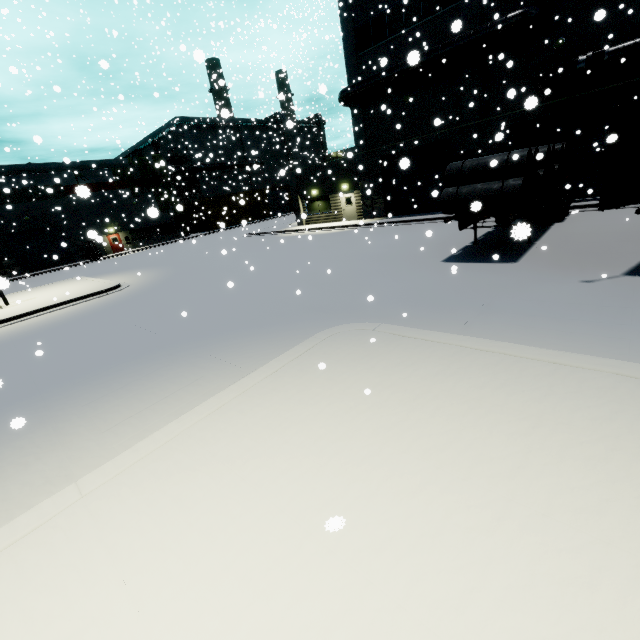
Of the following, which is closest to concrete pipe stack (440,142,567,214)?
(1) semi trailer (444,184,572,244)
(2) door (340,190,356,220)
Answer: (1) semi trailer (444,184,572,244)

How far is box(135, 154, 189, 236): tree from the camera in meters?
41.8 m

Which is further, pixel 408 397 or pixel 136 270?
pixel 136 270

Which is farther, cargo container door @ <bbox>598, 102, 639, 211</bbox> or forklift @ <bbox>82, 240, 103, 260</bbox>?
forklift @ <bbox>82, 240, 103, 260</bbox>

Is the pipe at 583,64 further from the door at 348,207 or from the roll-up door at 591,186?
the door at 348,207

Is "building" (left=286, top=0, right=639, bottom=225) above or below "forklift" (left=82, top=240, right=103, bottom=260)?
above

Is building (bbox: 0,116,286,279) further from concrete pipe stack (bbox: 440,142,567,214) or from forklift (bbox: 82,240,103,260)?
concrete pipe stack (bbox: 440,142,567,214)

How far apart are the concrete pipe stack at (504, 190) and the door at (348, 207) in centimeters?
1469cm
